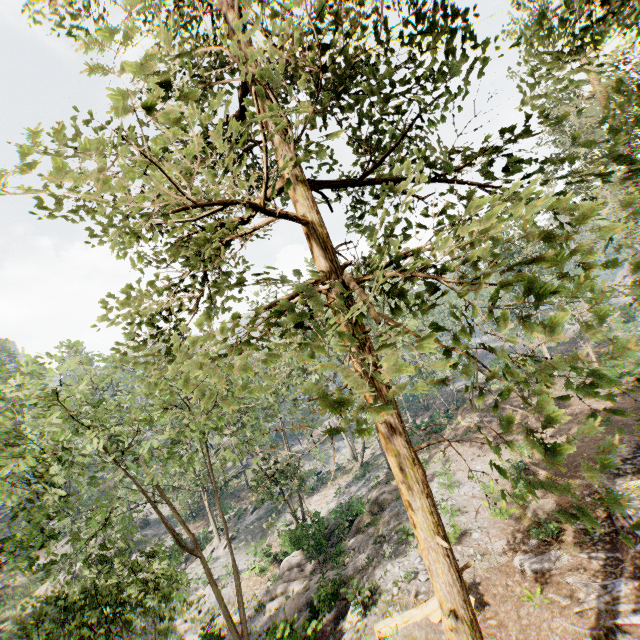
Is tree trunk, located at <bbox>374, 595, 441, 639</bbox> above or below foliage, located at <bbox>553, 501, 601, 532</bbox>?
below

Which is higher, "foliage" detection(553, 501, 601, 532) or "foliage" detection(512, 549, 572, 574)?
"foliage" detection(553, 501, 601, 532)

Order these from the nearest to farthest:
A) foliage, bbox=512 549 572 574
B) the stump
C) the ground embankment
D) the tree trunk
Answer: the ground embankment < the tree trunk < foliage, bbox=512 549 572 574 < the stump

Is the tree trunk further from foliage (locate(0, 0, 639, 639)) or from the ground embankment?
the ground embankment

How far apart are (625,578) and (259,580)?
26.6 meters

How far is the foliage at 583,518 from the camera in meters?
1.9

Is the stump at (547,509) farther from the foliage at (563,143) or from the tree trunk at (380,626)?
the tree trunk at (380,626)

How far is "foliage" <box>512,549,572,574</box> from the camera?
13.4m
